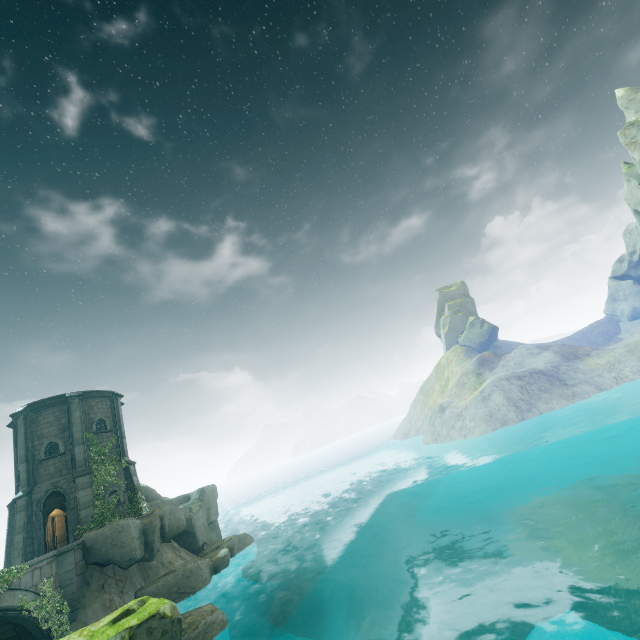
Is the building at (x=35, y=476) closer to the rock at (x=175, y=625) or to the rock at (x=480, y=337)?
the rock at (x=175, y=625)

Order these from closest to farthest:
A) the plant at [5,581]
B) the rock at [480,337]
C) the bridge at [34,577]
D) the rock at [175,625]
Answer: the rock at [175,625], the plant at [5,581], the bridge at [34,577], the rock at [480,337]

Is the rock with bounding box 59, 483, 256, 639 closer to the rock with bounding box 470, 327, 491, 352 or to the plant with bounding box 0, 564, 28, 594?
the plant with bounding box 0, 564, 28, 594

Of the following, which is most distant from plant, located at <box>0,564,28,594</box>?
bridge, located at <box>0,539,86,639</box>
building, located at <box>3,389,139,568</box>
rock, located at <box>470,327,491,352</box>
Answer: rock, located at <box>470,327,491,352</box>

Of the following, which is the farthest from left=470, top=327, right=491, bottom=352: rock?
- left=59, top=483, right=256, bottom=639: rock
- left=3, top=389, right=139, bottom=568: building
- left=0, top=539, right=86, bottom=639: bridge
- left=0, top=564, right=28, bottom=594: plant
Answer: left=0, top=564, right=28, bottom=594: plant

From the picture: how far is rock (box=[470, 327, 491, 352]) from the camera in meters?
58.9

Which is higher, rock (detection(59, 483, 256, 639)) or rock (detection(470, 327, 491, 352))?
rock (detection(470, 327, 491, 352))

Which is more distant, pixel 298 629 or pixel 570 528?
pixel 298 629
